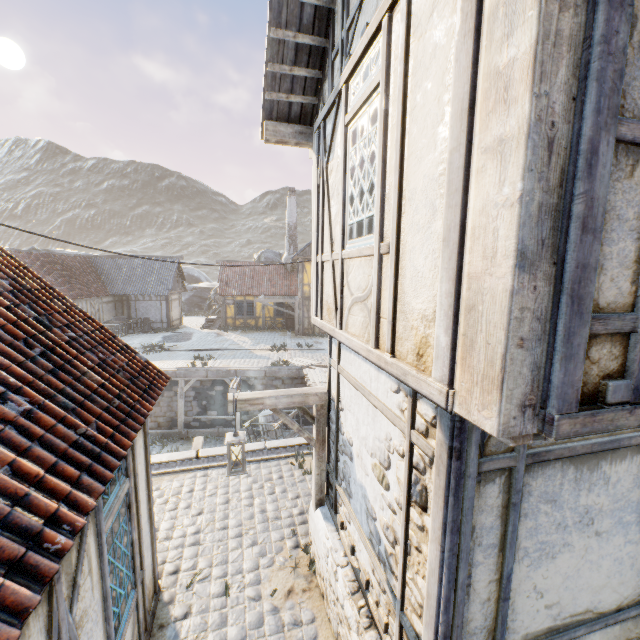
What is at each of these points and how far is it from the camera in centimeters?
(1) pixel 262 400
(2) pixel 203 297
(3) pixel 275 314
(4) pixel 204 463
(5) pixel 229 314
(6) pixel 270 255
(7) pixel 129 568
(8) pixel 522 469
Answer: (1) street light, 472cm
(2) rock, 3888cm
(3) building, 2742cm
(4) stone gutter, 810cm
(5) building, 2708cm
(6) rock, 3625cm
(7) building, 364cm
(8) building, 240cm

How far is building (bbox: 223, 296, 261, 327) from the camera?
27.0m

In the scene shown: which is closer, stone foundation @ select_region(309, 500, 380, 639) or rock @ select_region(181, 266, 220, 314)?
stone foundation @ select_region(309, 500, 380, 639)

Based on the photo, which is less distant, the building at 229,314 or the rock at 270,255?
the building at 229,314

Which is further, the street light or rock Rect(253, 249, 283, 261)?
rock Rect(253, 249, 283, 261)

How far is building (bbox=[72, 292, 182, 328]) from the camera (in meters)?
23.02

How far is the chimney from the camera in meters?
28.0

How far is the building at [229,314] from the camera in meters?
27.0
